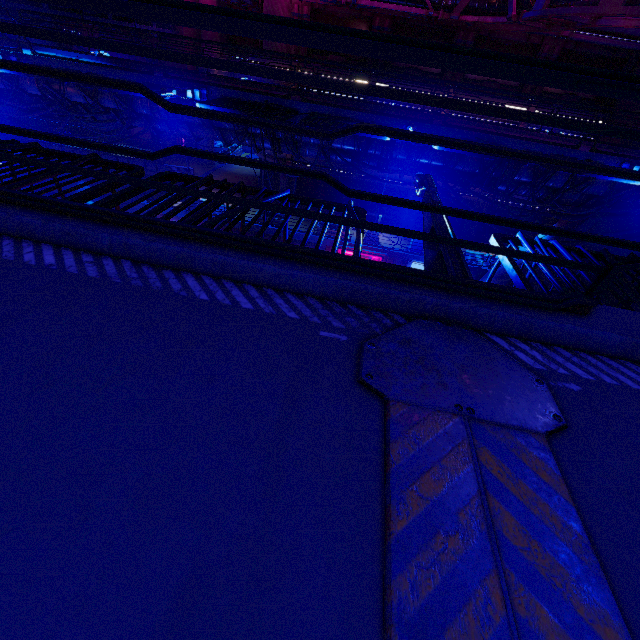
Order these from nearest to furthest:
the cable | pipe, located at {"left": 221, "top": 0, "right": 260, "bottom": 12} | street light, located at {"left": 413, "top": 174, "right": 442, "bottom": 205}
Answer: the cable → street light, located at {"left": 413, "top": 174, "right": 442, "bottom": 205} → pipe, located at {"left": 221, "top": 0, "right": 260, "bottom": 12}

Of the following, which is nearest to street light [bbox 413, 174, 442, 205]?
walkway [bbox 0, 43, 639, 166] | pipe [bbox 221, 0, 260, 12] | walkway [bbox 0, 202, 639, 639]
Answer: walkway [bbox 0, 202, 639, 639]

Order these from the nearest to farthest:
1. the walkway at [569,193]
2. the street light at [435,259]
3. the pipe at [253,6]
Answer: the street light at [435,259], the walkway at [569,193], the pipe at [253,6]

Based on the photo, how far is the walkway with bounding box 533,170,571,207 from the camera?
12.5m

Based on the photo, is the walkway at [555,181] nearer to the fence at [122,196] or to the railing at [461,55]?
the fence at [122,196]

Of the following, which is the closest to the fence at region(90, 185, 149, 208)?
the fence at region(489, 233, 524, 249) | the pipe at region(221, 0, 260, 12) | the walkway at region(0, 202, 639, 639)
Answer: the walkway at region(0, 202, 639, 639)

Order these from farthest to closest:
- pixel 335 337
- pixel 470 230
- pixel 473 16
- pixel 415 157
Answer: pixel 470 230 < pixel 473 16 < pixel 415 157 < pixel 335 337

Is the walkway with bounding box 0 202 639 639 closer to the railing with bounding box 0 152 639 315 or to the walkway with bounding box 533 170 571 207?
the railing with bounding box 0 152 639 315
